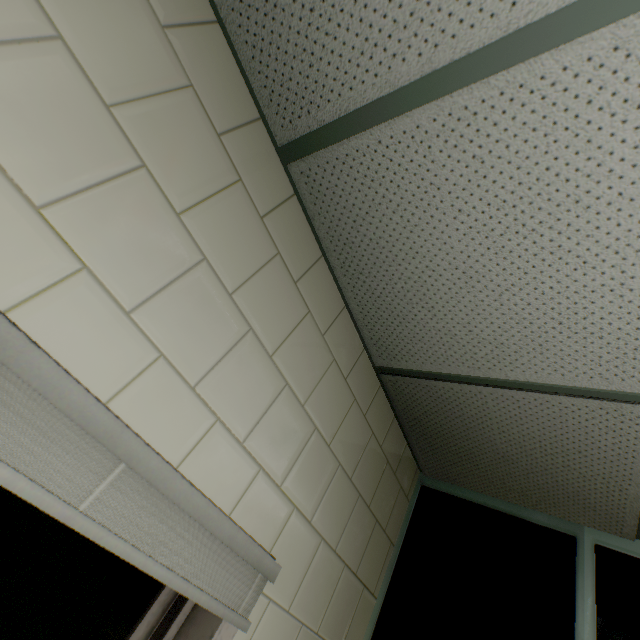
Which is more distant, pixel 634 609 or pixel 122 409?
pixel 634 609
